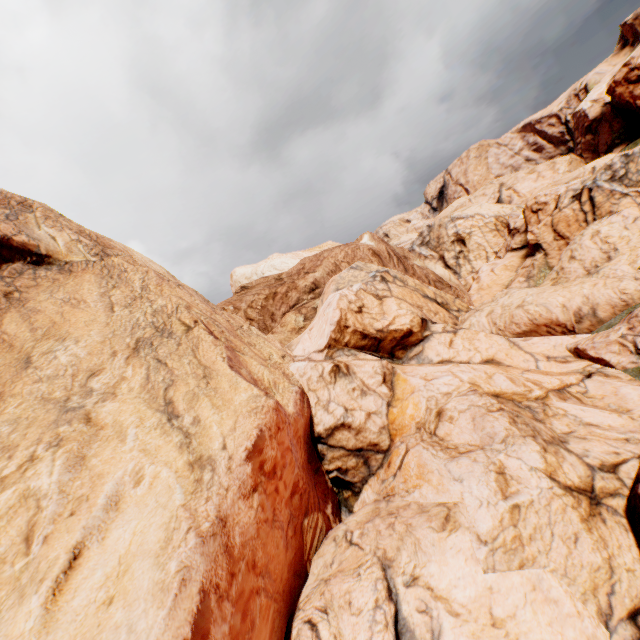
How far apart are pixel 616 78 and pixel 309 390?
76.84m
